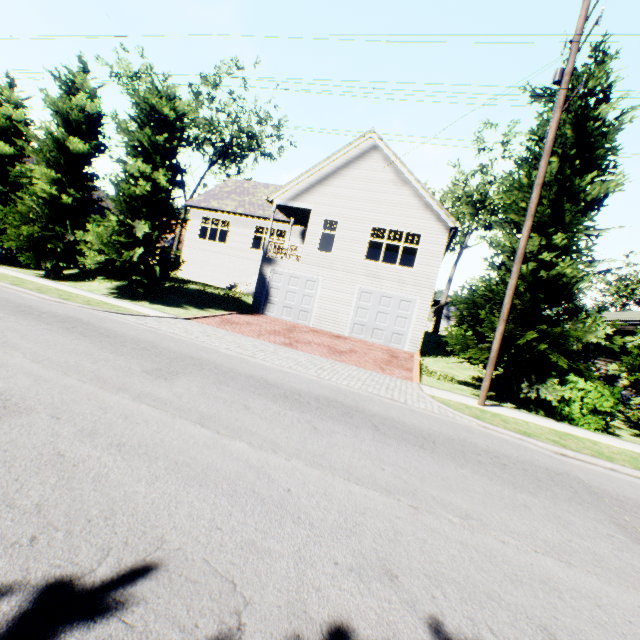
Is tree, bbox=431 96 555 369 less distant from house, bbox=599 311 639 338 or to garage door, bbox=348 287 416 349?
garage door, bbox=348 287 416 349

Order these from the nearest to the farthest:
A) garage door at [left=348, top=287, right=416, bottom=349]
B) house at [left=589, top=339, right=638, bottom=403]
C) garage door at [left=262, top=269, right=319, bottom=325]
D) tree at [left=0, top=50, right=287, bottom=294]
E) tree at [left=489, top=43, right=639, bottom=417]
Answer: tree at [left=489, top=43, right=639, bottom=417] → tree at [left=0, top=50, right=287, bottom=294] → house at [left=589, top=339, right=638, bottom=403] → garage door at [left=348, top=287, right=416, bottom=349] → garage door at [left=262, top=269, right=319, bottom=325]

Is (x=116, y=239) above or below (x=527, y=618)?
above

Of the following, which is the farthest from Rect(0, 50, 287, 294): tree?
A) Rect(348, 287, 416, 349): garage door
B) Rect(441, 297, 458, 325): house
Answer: Rect(348, 287, 416, 349): garage door

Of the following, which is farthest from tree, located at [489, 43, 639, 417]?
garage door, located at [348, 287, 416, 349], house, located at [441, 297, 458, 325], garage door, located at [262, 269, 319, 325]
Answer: garage door, located at [262, 269, 319, 325]

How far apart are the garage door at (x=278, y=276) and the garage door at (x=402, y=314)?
2.16m

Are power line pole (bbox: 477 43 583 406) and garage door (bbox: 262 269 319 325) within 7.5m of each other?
no

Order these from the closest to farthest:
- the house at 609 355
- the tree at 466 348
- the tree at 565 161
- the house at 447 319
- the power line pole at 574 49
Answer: the power line pole at 574 49 < the tree at 565 161 < the tree at 466 348 < the house at 609 355 < the house at 447 319
